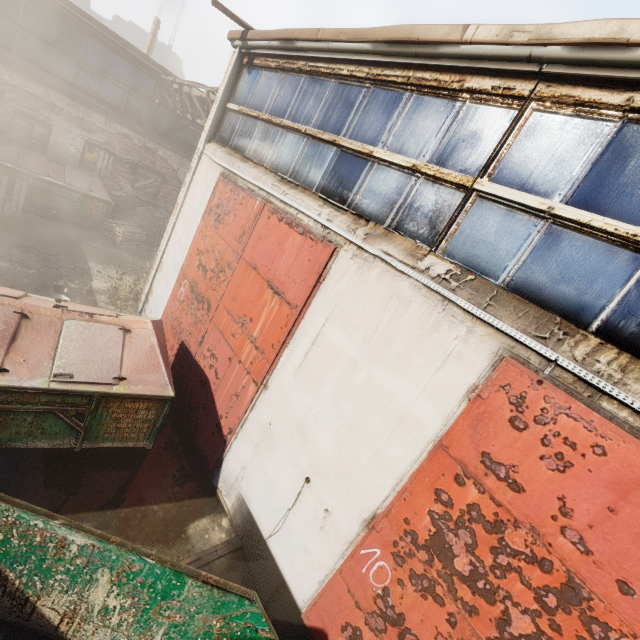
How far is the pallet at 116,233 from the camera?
11.46m

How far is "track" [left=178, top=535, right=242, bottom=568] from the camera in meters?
4.0

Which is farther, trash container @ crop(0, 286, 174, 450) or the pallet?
Answer: the pallet

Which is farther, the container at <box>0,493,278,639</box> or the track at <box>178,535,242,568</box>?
the track at <box>178,535,242,568</box>

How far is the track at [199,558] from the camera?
4.05m

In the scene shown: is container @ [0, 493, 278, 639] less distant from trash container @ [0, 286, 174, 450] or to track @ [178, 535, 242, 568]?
track @ [178, 535, 242, 568]

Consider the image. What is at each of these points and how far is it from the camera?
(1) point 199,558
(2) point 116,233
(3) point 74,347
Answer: (1) track, 4.13m
(2) pallet, 11.44m
(3) trash container, 4.12m

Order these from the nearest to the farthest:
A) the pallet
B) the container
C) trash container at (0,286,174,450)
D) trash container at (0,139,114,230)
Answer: the container → trash container at (0,286,174,450) → trash container at (0,139,114,230) → the pallet
